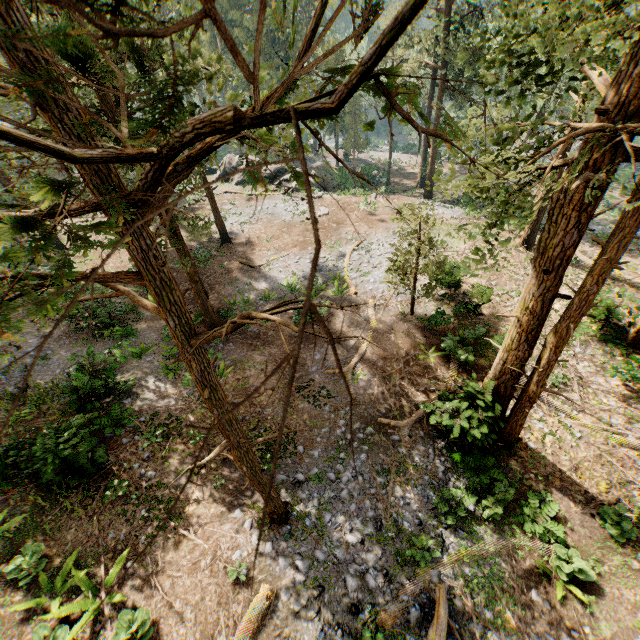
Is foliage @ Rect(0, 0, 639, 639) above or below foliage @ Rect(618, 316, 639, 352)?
above

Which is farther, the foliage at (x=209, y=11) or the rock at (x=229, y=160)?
the rock at (x=229, y=160)

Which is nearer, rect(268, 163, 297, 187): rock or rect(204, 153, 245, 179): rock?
rect(268, 163, 297, 187): rock

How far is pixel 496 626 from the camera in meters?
9.1 m

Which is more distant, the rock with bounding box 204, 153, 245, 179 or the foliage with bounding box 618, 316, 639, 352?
the rock with bounding box 204, 153, 245, 179

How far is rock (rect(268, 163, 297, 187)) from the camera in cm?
3662

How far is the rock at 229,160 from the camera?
39.09m
